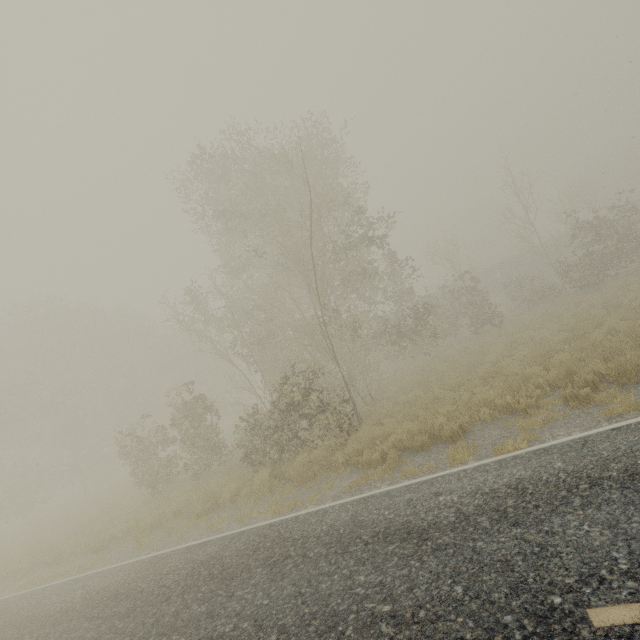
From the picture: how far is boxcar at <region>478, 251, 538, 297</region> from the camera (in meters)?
39.38

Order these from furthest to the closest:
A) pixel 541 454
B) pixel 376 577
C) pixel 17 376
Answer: pixel 17 376 < pixel 541 454 < pixel 376 577

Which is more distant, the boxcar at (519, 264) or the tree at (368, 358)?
the boxcar at (519, 264)

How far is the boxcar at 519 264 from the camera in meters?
39.4 m

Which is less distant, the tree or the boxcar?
the tree
